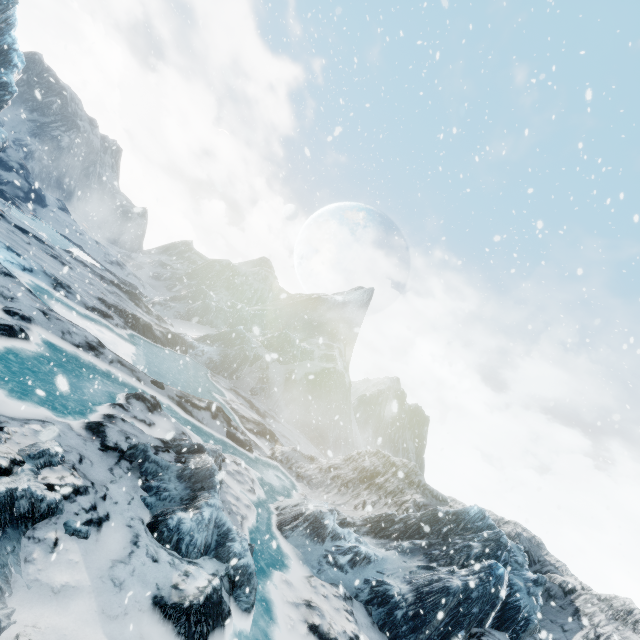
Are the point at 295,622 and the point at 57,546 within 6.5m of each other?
yes
